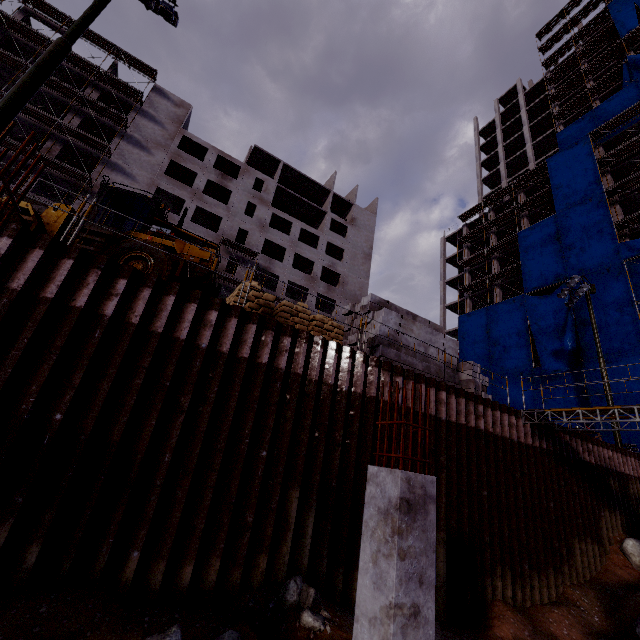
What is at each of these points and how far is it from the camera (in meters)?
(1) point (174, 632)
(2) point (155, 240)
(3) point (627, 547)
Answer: (1) compgrassrocksplants, 4.75
(2) front loader, 9.79
(3) compgrassrocksplants, 13.05

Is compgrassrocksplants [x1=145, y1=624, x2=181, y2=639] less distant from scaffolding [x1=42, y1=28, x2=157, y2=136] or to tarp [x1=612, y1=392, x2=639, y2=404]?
scaffolding [x1=42, y1=28, x2=157, y2=136]

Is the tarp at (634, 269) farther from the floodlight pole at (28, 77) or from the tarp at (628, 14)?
the floodlight pole at (28, 77)

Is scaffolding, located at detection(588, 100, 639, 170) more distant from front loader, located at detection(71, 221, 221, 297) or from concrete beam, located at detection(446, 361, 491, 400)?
front loader, located at detection(71, 221, 221, 297)

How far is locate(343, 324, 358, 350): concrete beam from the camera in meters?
12.3 m

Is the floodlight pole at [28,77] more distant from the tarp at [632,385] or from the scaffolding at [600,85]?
the scaffolding at [600,85]

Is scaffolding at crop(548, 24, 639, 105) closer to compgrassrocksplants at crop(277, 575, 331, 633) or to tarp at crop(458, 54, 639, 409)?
tarp at crop(458, 54, 639, 409)

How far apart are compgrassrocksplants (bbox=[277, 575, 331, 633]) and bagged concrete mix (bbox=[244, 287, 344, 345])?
5.7 meters
